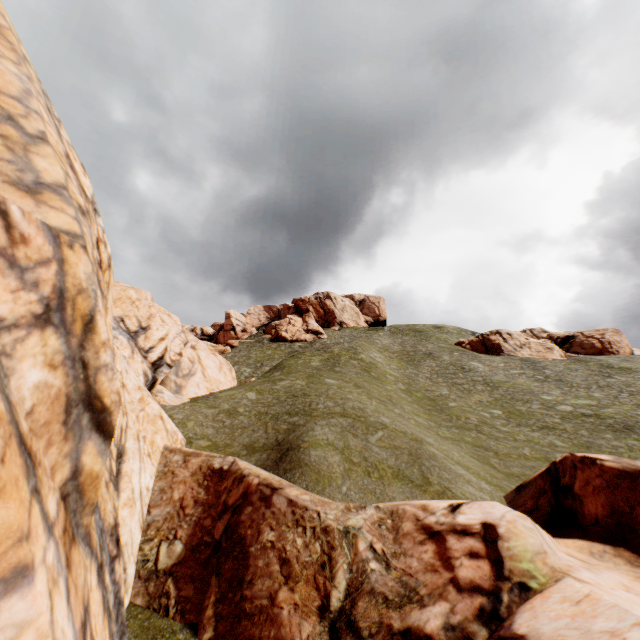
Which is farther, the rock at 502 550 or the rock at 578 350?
the rock at 578 350

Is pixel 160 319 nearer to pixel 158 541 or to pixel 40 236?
pixel 158 541

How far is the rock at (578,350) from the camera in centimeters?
5047cm

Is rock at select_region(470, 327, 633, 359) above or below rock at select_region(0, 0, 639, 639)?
above

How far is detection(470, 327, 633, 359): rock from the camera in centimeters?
5047cm

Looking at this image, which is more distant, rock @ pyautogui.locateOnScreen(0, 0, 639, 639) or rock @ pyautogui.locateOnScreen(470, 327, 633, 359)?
rock @ pyautogui.locateOnScreen(470, 327, 633, 359)
